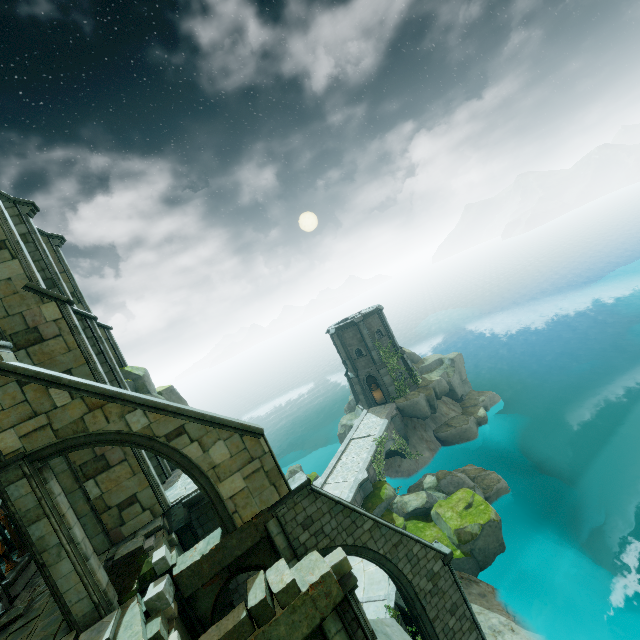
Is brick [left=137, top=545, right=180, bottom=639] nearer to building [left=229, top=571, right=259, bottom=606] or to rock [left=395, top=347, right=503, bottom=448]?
building [left=229, top=571, right=259, bottom=606]

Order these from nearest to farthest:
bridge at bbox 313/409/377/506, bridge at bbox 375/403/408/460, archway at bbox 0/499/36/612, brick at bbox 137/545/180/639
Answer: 1. brick at bbox 137/545/180/639
2. archway at bbox 0/499/36/612
3. bridge at bbox 313/409/377/506
4. bridge at bbox 375/403/408/460

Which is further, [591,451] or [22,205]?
[591,451]

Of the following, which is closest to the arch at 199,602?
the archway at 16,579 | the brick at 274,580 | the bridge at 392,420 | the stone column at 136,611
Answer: the stone column at 136,611

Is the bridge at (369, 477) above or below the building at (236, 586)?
below

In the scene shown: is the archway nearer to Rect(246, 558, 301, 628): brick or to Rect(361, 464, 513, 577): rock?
Rect(361, 464, 513, 577): rock

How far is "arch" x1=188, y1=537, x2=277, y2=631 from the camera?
9.2m

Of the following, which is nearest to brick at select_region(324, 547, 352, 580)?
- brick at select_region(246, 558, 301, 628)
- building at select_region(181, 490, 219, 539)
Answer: brick at select_region(246, 558, 301, 628)
